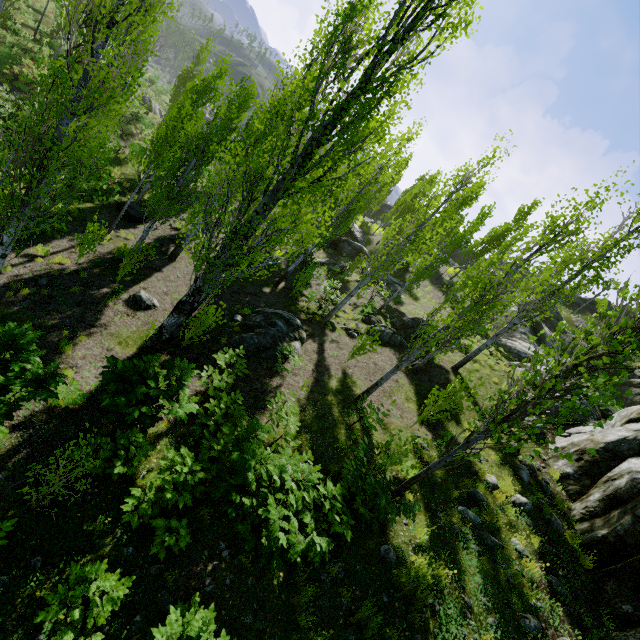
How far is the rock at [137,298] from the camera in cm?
1155

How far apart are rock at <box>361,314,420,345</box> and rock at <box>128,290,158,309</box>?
8.9 meters

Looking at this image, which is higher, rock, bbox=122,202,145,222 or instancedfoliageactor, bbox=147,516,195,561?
instancedfoliageactor, bbox=147,516,195,561

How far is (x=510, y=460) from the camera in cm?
958

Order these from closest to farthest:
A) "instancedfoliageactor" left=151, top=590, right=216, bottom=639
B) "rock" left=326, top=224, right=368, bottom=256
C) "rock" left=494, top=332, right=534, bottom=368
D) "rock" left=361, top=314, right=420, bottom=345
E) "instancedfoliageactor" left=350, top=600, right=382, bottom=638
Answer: "instancedfoliageactor" left=151, top=590, right=216, bottom=639 → "instancedfoliageactor" left=350, top=600, right=382, bottom=638 → "rock" left=361, top=314, right=420, bottom=345 → "rock" left=494, top=332, right=534, bottom=368 → "rock" left=326, top=224, right=368, bottom=256

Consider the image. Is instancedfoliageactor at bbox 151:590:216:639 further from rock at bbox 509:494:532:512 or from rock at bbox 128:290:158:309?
rock at bbox 128:290:158:309

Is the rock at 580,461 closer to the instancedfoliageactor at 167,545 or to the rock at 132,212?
the instancedfoliageactor at 167,545

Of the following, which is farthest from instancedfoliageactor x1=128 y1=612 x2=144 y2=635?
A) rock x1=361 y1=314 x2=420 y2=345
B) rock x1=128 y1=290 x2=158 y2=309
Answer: rock x1=128 y1=290 x2=158 y2=309
